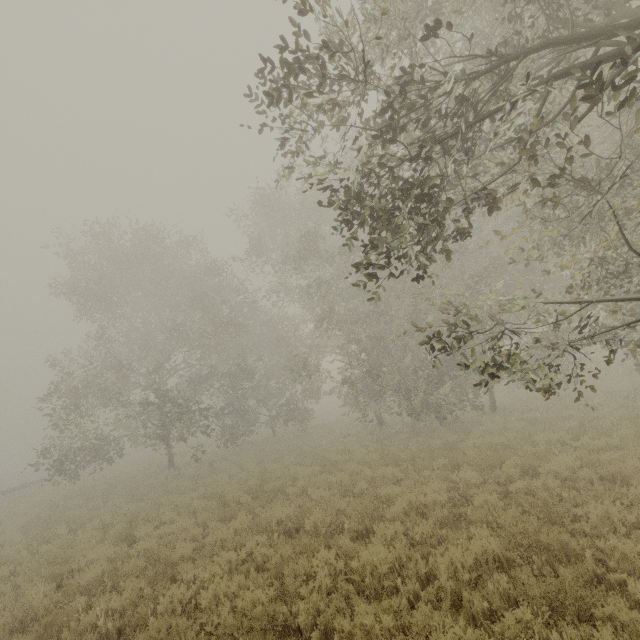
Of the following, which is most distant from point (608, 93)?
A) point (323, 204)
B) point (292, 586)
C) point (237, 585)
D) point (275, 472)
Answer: point (323, 204)
